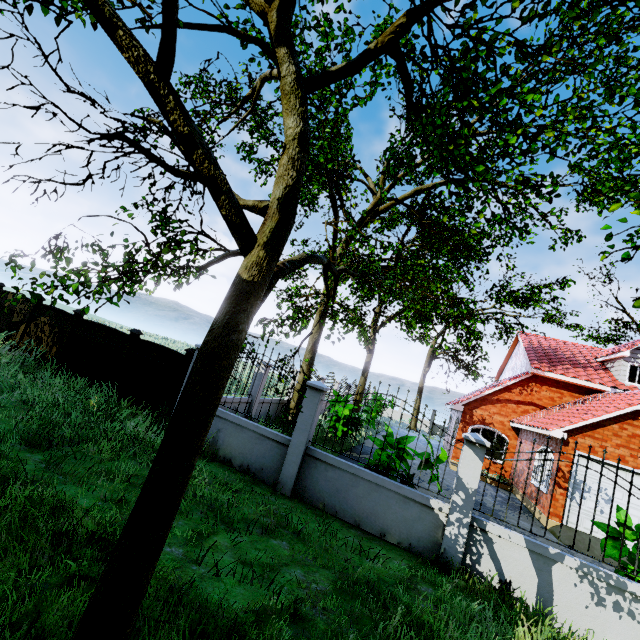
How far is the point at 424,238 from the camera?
14.6 meters

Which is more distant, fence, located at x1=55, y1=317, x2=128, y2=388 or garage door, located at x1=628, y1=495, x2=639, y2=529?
garage door, located at x1=628, y1=495, x2=639, y2=529

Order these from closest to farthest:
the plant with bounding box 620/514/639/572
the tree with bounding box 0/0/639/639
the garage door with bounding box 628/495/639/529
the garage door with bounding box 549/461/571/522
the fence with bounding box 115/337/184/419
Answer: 1. the tree with bounding box 0/0/639/639
2. the plant with bounding box 620/514/639/572
3. the fence with bounding box 115/337/184/419
4. the garage door with bounding box 628/495/639/529
5. the garage door with bounding box 549/461/571/522

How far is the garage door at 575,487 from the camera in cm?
1112

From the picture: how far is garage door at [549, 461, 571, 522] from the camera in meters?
11.2

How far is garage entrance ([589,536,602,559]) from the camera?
9.8 meters

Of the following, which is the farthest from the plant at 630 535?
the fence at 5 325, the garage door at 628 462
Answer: the garage door at 628 462
